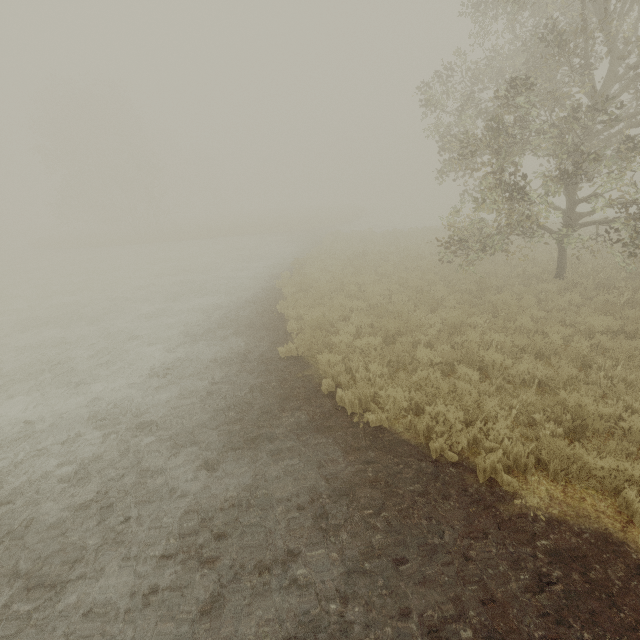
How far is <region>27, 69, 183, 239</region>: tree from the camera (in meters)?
34.28

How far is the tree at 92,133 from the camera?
34.28m

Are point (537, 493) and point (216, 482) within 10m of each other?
yes
